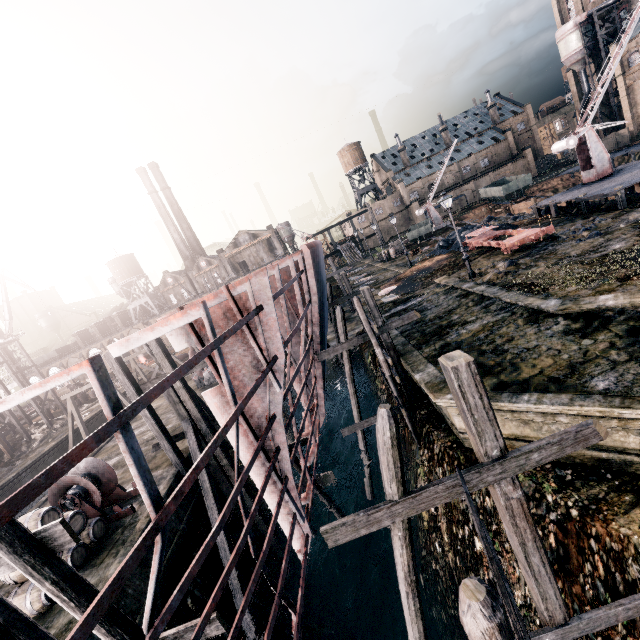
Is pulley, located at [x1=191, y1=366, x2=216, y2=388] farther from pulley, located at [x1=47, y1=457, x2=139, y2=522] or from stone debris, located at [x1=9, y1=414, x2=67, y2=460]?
stone debris, located at [x1=9, y1=414, x2=67, y2=460]

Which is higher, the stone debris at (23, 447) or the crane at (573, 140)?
the crane at (573, 140)

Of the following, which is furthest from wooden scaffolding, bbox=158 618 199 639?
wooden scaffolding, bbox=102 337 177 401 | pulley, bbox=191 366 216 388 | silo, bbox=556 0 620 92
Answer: silo, bbox=556 0 620 92

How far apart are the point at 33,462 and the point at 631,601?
41.6m

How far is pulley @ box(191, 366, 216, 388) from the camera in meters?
27.2 m

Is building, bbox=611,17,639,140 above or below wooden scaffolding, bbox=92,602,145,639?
above

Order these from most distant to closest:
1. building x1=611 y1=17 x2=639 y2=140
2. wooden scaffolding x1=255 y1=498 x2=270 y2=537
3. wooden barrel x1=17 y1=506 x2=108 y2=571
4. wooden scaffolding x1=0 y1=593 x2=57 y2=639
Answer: building x1=611 y1=17 x2=639 y2=140 < wooden scaffolding x1=255 y1=498 x2=270 y2=537 < wooden barrel x1=17 y1=506 x2=108 y2=571 < wooden scaffolding x1=0 y1=593 x2=57 y2=639

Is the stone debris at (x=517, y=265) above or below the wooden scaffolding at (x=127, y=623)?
below
